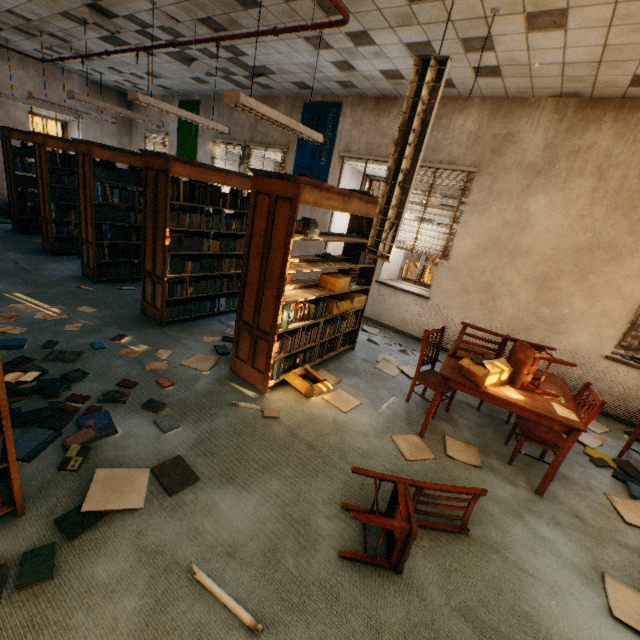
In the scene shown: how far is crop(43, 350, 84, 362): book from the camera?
3.3 meters

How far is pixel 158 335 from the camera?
4.25m

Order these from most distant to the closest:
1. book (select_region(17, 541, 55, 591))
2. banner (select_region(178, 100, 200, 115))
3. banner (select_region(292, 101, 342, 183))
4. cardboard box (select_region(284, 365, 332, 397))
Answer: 1. banner (select_region(178, 100, 200, 115))
2. banner (select_region(292, 101, 342, 183))
3. cardboard box (select_region(284, 365, 332, 397))
4. book (select_region(17, 541, 55, 591))

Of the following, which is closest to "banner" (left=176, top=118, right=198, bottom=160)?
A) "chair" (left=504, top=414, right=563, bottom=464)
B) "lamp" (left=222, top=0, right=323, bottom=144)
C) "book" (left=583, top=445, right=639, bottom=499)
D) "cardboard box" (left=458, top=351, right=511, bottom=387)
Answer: "lamp" (left=222, top=0, right=323, bottom=144)

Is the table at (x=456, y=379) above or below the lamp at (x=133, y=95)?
below

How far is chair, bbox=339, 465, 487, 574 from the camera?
1.9 meters

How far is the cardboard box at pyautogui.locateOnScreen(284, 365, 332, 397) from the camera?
3.53m

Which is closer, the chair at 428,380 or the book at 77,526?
the book at 77,526
